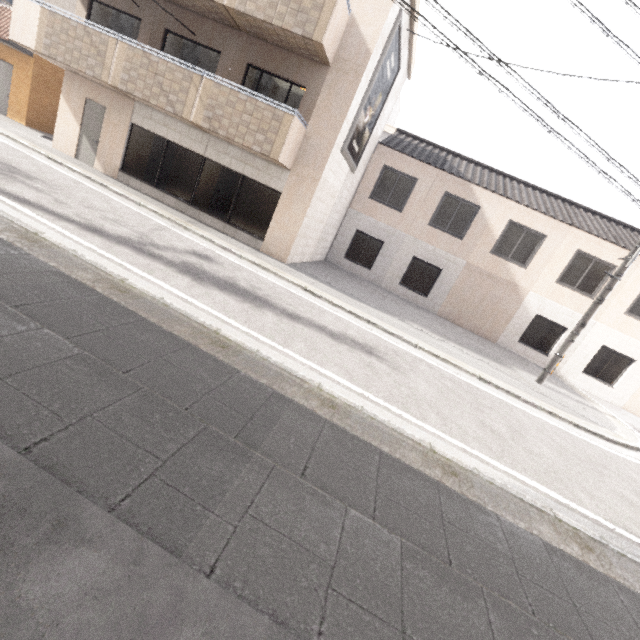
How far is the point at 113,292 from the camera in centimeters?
395cm

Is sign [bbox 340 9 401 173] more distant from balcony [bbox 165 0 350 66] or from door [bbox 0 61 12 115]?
door [bbox 0 61 12 115]

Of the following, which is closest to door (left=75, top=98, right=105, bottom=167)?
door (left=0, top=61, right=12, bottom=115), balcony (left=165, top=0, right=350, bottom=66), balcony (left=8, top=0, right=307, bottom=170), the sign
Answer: balcony (left=8, top=0, right=307, bottom=170)

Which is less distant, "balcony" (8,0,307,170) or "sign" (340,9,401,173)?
"balcony" (8,0,307,170)

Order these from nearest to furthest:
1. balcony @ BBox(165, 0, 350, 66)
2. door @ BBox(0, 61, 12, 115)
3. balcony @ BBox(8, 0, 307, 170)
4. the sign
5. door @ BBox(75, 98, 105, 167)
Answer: balcony @ BBox(165, 0, 350, 66)
balcony @ BBox(8, 0, 307, 170)
the sign
door @ BBox(75, 98, 105, 167)
door @ BBox(0, 61, 12, 115)

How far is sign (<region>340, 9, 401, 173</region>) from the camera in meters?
9.6

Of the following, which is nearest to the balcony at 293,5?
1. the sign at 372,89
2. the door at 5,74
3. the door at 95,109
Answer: the sign at 372,89

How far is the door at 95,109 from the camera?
11.2 meters
